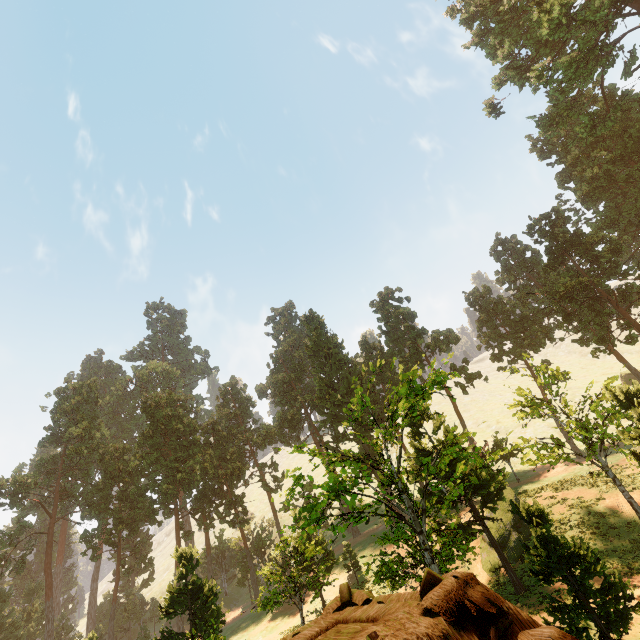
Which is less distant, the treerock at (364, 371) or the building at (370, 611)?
the building at (370, 611)

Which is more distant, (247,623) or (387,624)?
(247,623)

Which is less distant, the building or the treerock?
the building
